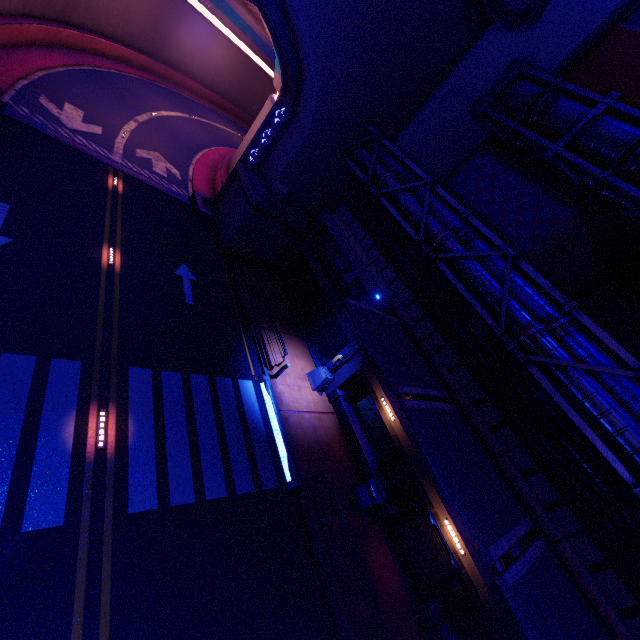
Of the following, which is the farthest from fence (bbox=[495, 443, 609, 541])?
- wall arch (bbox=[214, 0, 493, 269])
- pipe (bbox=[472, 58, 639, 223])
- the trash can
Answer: pipe (bbox=[472, 58, 639, 223])

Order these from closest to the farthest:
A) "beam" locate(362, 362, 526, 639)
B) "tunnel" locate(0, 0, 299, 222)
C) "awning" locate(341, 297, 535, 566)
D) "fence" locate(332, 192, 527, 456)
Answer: "awning" locate(341, 297, 535, 566) → "beam" locate(362, 362, 526, 639) → "fence" locate(332, 192, 527, 456) → "tunnel" locate(0, 0, 299, 222)

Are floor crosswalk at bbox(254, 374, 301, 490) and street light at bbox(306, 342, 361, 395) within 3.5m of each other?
yes

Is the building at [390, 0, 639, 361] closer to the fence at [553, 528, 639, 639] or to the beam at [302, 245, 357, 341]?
the fence at [553, 528, 639, 639]

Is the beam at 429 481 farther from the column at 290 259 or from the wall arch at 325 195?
the wall arch at 325 195

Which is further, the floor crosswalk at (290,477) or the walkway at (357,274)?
the walkway at (357,274)

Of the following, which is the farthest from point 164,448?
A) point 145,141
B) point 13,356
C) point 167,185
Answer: point 145,141

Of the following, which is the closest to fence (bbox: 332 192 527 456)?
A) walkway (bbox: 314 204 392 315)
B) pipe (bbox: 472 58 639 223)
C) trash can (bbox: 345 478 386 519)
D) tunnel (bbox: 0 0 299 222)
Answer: walkway (bbox: 314 204 392 315)
